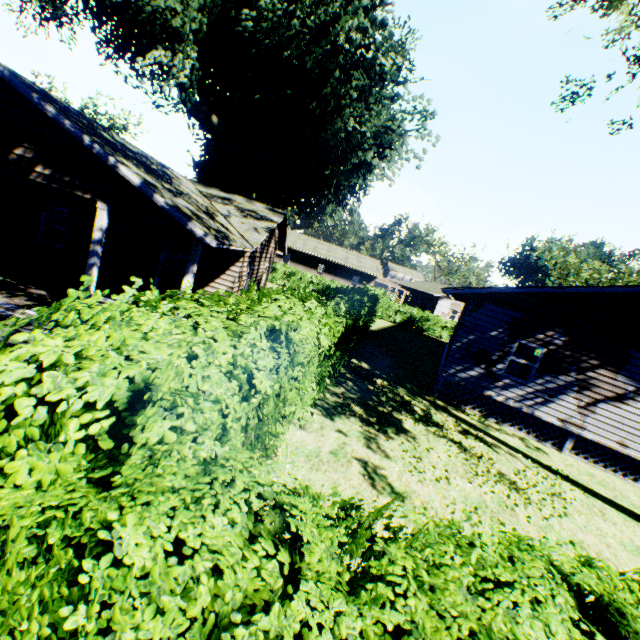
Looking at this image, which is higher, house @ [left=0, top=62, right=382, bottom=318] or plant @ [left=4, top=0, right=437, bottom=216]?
plant @ [left=4, top=0, right=437, bottom=216]

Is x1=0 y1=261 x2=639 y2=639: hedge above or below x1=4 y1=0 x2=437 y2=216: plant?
below

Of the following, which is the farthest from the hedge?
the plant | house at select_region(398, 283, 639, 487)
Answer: house at select_region(398, 283, 639, 487)

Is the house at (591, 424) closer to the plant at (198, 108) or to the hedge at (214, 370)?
the hedge at (214, 370)

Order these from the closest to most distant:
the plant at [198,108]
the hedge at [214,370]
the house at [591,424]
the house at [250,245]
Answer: the hedge at [214,370] → the house at [250,245] → the house at [591,424] → the plant at [198,108]

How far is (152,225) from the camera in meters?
13.1 m

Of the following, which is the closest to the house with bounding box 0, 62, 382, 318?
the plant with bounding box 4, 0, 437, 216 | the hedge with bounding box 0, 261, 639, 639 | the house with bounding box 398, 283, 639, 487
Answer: the plant with bounding box 4, 0, 437, 216

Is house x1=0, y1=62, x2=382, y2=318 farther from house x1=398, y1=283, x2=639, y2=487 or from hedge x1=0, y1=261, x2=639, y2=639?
house x1=398, y1=283, x2=639, y2=487
